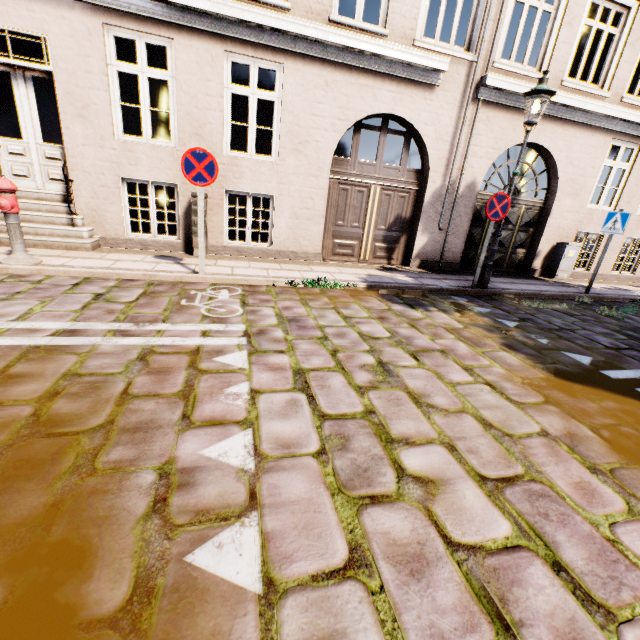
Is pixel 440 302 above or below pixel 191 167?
below

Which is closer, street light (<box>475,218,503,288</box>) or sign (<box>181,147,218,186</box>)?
sign (<box>181,147,218,186</box>)

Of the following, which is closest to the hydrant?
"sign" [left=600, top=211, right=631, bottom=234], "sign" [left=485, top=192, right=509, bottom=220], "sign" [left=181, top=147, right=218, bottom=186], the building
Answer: "sign" [left=181, top=147, right=218, bottom=186]

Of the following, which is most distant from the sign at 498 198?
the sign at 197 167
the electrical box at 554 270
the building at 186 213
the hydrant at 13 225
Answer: the building at 186 213

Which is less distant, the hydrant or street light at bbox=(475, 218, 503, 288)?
the hydrant

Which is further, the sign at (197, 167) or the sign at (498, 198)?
the sign at (498, 198)

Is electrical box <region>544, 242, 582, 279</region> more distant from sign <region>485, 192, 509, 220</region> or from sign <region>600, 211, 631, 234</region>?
sign <region>485, 192, 509, 220</region>

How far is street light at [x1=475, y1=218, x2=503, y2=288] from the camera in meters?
6.6
